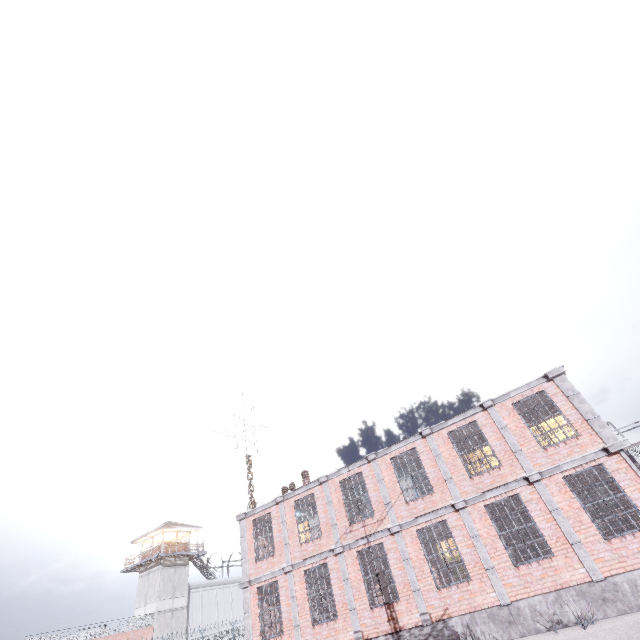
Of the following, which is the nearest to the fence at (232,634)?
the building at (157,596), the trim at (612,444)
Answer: the building at (157,596)

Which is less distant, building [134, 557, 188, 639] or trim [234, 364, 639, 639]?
trim [234, 364, 639, 639]

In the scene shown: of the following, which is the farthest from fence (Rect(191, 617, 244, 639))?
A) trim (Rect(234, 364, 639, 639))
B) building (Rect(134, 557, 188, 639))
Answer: trim (Rect(234, 364, 639, 639))

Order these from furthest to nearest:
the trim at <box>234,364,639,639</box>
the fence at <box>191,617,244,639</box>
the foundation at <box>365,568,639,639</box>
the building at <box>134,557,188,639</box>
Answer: the building at <box>134,557,188,639</box> → the fence at <box>191,617,244,639</box> → the trim at <box>234,364,639,639</box> → the foundation at <box>365,568,639,639</box>

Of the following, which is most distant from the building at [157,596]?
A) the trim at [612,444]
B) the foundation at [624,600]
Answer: the foundation at [624,600]

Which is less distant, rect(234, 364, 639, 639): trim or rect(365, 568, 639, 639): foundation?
rect(365, 568, 639, 639): foundation

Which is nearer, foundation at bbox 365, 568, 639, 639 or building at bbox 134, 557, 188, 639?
foundation at bbox 365, 568, 639, 639

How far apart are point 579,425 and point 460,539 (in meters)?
6.33
